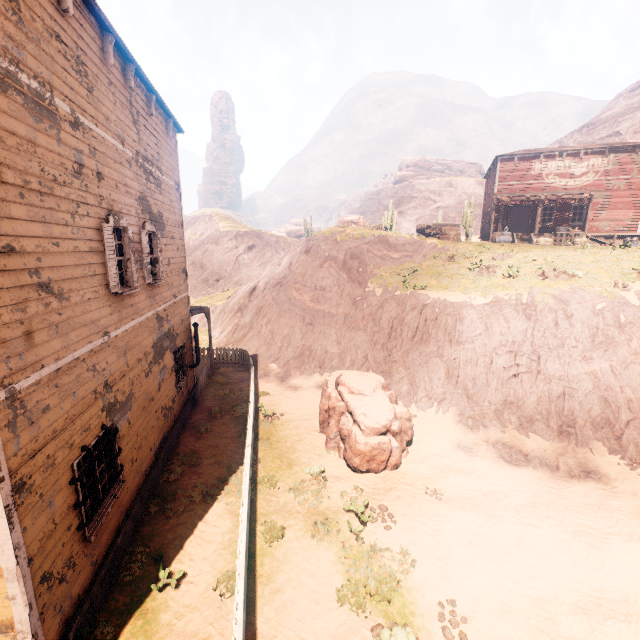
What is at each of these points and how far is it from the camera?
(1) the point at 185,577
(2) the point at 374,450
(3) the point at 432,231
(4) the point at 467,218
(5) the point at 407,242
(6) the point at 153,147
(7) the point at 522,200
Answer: (1) z, 6.74m
(2) instancedfoliageactor, 9.70m
(3) carraige, 25.44m
(4) instancedfoliageactor, 33.16m
(5) z, 23.66m
(6) building, 9.43m
(7) building, 24.53m

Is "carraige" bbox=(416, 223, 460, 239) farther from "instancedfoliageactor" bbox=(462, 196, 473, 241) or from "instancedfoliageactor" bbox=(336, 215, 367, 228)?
"instancedfoliageactor" bbox=(462, 196, 473, 241)

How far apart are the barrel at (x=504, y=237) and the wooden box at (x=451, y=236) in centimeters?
173cm

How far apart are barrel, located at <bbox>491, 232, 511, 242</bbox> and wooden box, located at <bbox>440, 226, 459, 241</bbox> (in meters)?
1.73

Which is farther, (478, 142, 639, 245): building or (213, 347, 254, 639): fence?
(478, 142, 639, 245): building

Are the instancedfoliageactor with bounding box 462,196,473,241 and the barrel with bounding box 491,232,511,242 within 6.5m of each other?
no

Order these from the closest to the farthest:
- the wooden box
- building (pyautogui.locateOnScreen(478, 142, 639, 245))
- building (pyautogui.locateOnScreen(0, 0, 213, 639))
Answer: building (pyautogui.locateOnScreen(0, 0, 213, 639))
building (pyautogui.locateOnScreen(478, 142, 639, 245))
the wooden box

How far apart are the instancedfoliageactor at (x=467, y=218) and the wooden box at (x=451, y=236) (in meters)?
9.35
